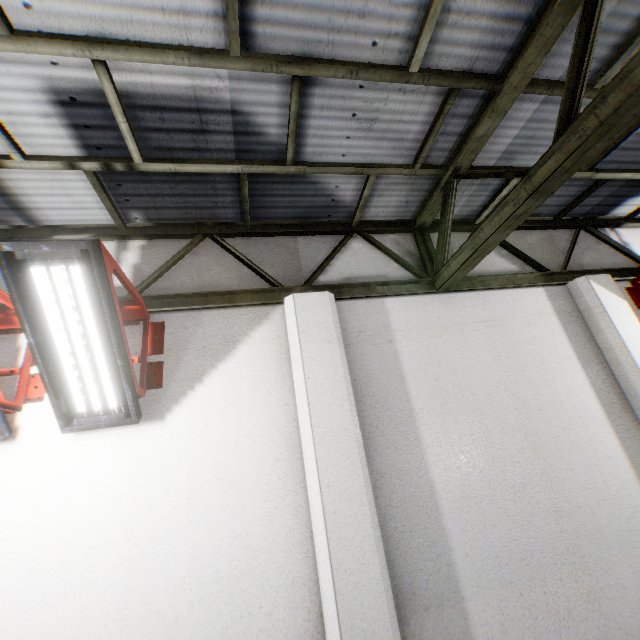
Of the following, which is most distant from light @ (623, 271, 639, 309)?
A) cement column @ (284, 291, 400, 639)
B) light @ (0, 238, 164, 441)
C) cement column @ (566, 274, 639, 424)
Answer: light @ (0, 238, 164, 441)

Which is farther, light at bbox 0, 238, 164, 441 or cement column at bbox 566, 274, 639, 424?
cement column at bbox 566, 274, 639, 424

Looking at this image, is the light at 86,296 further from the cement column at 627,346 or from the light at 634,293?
the light at 634,293

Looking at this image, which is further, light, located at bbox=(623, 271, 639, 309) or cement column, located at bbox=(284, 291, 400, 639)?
light, located at bbox=(623, 271, 639, 309)

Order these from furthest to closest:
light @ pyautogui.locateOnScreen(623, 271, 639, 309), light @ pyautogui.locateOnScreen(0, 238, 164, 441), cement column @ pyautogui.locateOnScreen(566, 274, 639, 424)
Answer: light @ pyautogui.locateOnScreen(623, 271, 639, 309) < cement column @ pyautogui.locateOnScreen(566, 274, 639, 424) < light @ pyautogui.locateOnScreen(0, 238, 164, 441)

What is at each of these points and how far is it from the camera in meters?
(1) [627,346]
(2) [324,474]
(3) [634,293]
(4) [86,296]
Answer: (1) cement column, 4.0
(2) cement column, 2.8
(3) light, 4.7
(4) light, 2.4

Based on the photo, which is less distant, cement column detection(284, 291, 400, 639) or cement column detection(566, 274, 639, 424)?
cement column detection(284, 291, 400, 639)

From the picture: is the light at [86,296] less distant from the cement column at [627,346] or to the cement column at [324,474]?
the cement column at [324,474]
